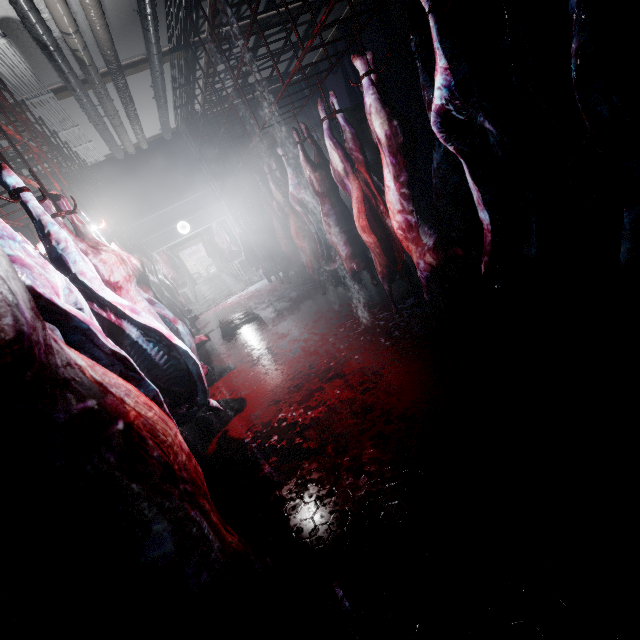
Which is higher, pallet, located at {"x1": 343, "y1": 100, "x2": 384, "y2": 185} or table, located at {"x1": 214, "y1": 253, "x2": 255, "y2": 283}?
pallet, located at {"x1": 343, "y1": 100, "x2": 384, "y2": 185}

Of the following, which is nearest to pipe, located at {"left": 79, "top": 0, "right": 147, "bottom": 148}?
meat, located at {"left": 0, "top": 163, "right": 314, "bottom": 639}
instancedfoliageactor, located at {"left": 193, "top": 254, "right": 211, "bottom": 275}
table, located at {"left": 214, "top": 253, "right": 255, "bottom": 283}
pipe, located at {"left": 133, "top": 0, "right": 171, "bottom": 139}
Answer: pipe, located at {"left": 133, "top": 0, "right": 171, "bottom": 139}

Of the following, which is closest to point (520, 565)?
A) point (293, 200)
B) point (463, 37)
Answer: point (293, 200)

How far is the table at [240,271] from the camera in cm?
966

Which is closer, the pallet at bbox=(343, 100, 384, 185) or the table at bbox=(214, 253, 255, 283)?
the pallet at bbox=(343, 100, 384, 185)

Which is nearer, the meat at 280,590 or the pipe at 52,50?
the meat at 280,590

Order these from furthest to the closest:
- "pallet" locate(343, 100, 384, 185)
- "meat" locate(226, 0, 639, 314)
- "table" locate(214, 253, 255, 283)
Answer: "table" locate(214, 253, 255, 283), "pallet" locate(343, 100, 384, 185), "meat" locate(226, 0, 639, 314)

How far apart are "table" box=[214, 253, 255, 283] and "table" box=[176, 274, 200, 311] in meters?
1.6
